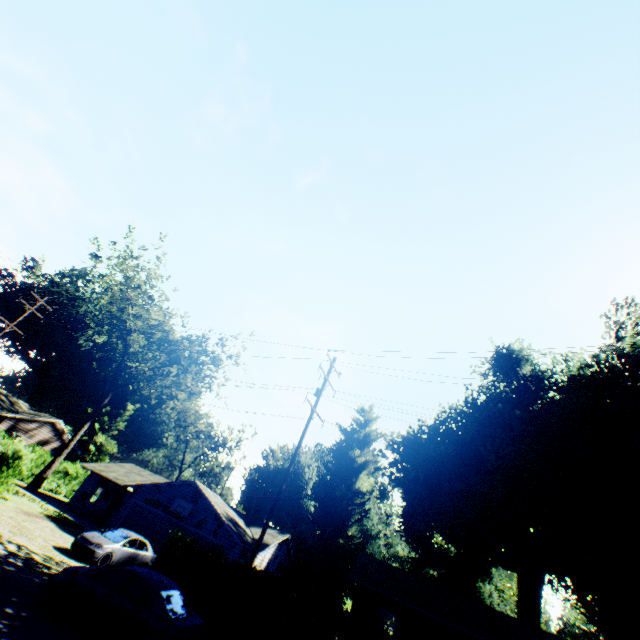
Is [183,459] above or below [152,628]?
above

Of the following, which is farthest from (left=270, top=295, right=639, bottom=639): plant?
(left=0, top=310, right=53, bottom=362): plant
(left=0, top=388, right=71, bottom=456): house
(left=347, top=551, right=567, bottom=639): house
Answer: (left=0, top=310, right=53, bottom=362): plant

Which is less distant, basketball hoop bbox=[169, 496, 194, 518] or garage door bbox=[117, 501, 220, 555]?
garage door bbox=[117, 501, 220, 555]

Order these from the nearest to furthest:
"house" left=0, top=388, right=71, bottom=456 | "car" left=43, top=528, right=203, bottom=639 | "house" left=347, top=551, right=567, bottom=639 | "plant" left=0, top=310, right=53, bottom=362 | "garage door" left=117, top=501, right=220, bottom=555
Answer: "car" left=43, top=528, right=203, bottom=639 < "house" left=347, top=551, right=567, bottom=639 < "garage door" left=117, top=501, right=220, bottom=555 < "house" left=0, top=388, right=71, bottom=456 < "plant" left=0, top=310, right=53, bottom=362

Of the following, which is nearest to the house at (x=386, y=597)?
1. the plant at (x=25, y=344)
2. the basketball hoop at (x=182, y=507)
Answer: the basketball hoop at (x=182, y=507)

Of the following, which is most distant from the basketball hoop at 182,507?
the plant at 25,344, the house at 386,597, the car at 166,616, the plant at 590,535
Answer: the plant at 590,535

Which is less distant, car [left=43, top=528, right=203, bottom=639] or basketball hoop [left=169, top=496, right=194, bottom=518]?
car [left=43, top=528, right=203, bottom=639]

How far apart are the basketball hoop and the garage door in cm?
53
